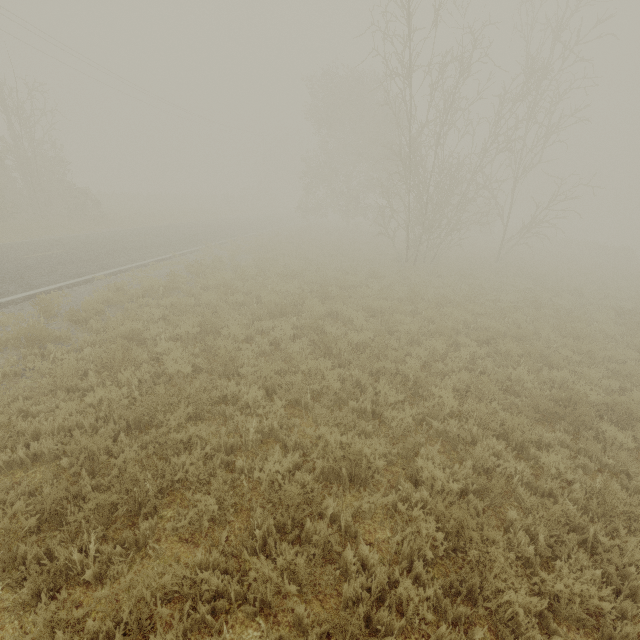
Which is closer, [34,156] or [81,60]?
[34,156]
